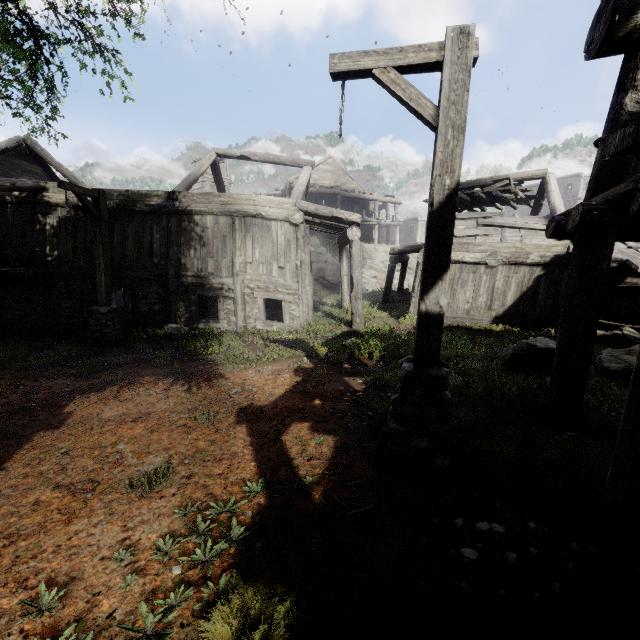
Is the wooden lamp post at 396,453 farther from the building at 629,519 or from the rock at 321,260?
the rock at 321,260

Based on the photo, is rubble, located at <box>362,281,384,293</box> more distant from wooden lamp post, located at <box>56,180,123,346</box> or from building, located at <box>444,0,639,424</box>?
wooden lamp post, located at <box>56,180,123,346</box>

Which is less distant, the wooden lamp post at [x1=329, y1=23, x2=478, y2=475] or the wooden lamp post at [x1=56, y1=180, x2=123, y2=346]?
the wooden lamp post at [x1=329, y1=23, x2=478, y2=475]

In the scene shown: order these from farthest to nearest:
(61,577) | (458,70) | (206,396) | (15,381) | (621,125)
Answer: (15,381) → (206,396) → (621,125) → (458,70) → (61,577)

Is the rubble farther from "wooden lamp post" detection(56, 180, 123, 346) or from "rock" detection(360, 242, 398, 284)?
"wooden lamp post" detection(56, 180, 123, 346)

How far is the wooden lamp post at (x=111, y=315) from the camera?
9.1m

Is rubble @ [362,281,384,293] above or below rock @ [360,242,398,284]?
below

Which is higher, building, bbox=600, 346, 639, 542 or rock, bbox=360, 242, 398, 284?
rock, bbox=360, 242, 398, 284
